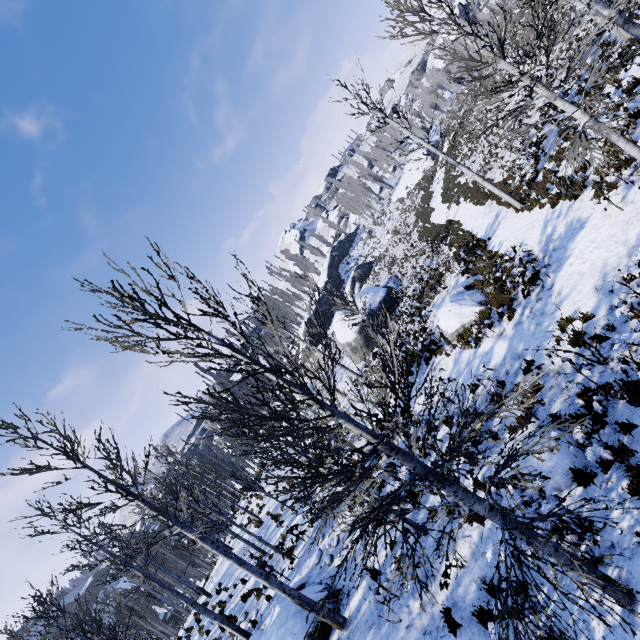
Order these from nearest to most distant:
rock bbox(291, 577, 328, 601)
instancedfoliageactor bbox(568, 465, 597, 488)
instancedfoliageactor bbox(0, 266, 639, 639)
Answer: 1. instancedfoliageactor bbox(0, 266, 639, 639)
2. instancedfoliageactor bbox(568, 465, 597, 488)
3. rock bbox(291, 577, 328, 601)

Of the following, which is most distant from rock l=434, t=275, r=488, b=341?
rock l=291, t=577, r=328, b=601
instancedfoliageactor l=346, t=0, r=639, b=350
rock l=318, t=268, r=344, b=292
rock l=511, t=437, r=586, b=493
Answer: rock l=318, t=268, r=344, b=292

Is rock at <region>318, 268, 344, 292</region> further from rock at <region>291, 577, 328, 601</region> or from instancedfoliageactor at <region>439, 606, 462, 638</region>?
rock at <region>291, 577, 328, 601</region>

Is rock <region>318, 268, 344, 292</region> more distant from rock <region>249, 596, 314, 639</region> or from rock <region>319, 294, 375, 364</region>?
rock <region>249, 596, 314, 639</region>

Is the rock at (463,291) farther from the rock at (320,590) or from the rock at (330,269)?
the rock at (330,269)

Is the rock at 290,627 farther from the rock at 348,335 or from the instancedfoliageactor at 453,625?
the instancedfoliageactor at 453,625

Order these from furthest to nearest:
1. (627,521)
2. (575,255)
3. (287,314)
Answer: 1. (287,314)
2. (575,255)
3. (627,521)

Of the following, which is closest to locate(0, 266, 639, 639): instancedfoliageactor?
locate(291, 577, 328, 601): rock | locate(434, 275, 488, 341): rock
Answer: locate(291, 577, 328, 601): rock
